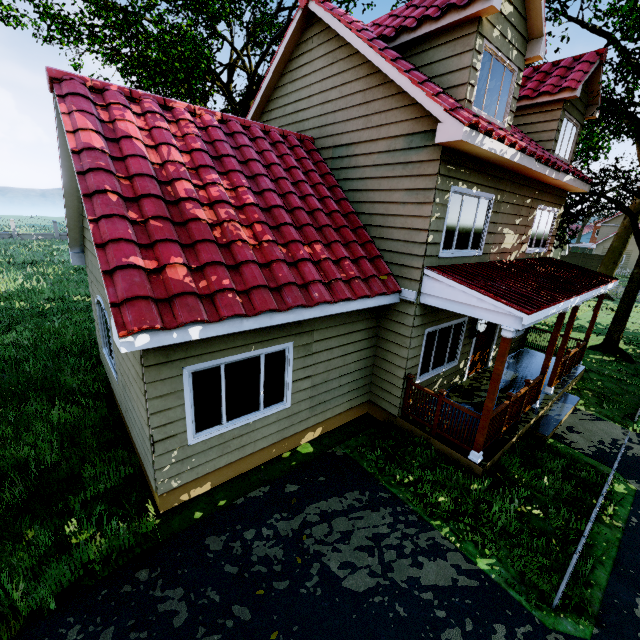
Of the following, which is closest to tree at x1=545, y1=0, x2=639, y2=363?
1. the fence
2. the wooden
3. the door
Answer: the fence

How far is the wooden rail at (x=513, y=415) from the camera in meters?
7.0 m

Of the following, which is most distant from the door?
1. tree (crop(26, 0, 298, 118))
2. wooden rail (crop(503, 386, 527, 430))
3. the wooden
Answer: tree (crop(26, 0, 298, 118))

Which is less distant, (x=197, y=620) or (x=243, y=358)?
Answer: (x=197, y=620)

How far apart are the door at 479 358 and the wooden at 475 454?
3.5m

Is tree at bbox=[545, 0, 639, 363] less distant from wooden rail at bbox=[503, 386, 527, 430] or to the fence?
the fence

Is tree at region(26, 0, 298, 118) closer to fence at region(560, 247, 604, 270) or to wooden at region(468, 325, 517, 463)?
fence at region(560, 247, 604, 270)

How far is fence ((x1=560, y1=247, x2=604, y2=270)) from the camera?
41.7m
